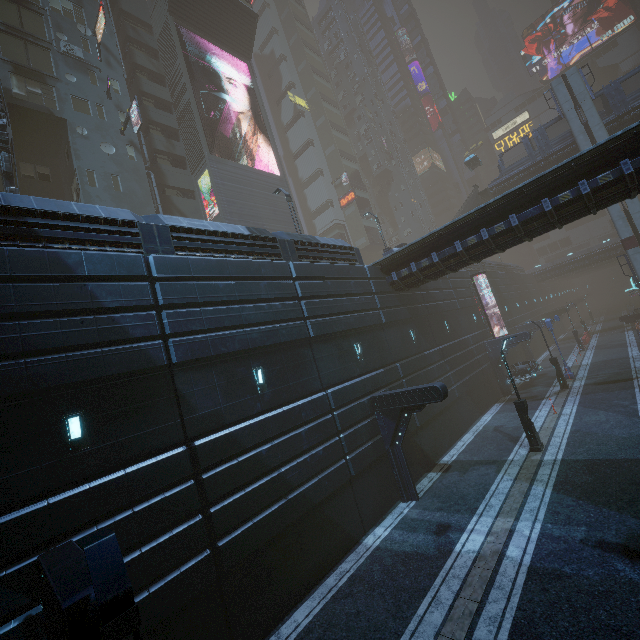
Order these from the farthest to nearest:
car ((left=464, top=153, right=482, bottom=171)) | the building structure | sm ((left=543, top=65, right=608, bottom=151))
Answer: car ((left=464, top=153, right=482, bottom=171))
sm ((left=543, top=65, right=608, bottom=151))
the building structure

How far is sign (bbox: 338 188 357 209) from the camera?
54.7m

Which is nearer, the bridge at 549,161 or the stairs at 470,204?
the bridge at 549,161

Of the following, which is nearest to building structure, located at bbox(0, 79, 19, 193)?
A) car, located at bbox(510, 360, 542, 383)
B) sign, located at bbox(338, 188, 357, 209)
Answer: car, located at bbox(510, 360, 542, 383)

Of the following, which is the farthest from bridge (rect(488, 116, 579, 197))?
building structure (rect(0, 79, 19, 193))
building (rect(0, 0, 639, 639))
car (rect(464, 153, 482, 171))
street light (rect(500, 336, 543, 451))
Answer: building structure (rect(0, 79, 19, 193))

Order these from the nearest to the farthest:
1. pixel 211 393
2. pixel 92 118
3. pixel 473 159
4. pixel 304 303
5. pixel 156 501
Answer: pixel 156 501, pixel 211 393, pixel 304 303, pixel 92 118, pixel 473 159

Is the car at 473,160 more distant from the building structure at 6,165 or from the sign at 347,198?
the sign at 347,198

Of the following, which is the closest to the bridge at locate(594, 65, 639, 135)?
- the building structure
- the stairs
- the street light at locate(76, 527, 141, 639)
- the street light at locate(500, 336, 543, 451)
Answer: the stairs
